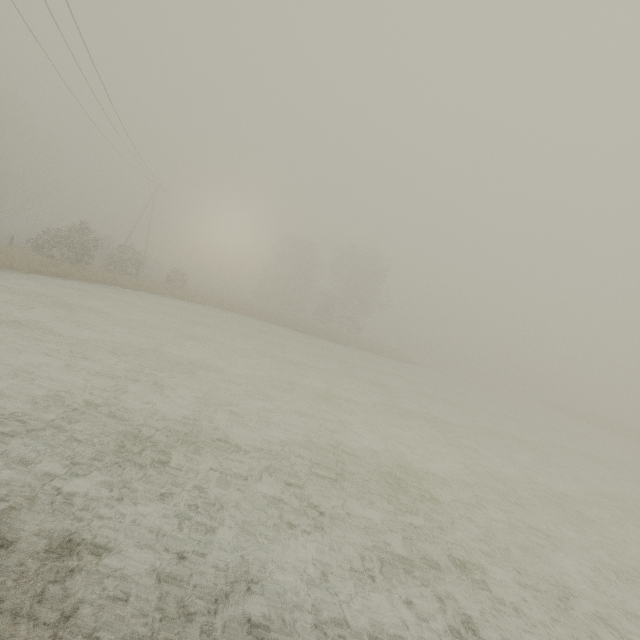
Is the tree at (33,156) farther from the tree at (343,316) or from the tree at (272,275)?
the tree at (343,316)

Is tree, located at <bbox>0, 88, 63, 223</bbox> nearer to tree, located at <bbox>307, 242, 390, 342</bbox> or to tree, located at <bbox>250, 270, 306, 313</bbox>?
tree, located at <bbox>250, 270, 306, 313</bbox>

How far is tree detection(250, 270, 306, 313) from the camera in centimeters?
5617cm

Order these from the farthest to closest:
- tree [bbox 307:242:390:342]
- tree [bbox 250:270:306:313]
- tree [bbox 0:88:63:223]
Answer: tree [bbox 250:270:306:313]
tree [bbox 307:242:390:342]
tree [bbox 0:88:63:223]

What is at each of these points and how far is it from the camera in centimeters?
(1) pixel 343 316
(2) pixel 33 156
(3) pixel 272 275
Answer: (1) tree, 5169cm
(2) tree, 5141cm
(3) tree, 5841cm

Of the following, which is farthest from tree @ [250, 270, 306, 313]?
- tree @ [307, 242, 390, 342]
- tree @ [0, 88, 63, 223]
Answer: tree @ [0, 88, 63, 223]

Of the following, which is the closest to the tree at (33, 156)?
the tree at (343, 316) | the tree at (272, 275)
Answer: the tree at (272, 275)
